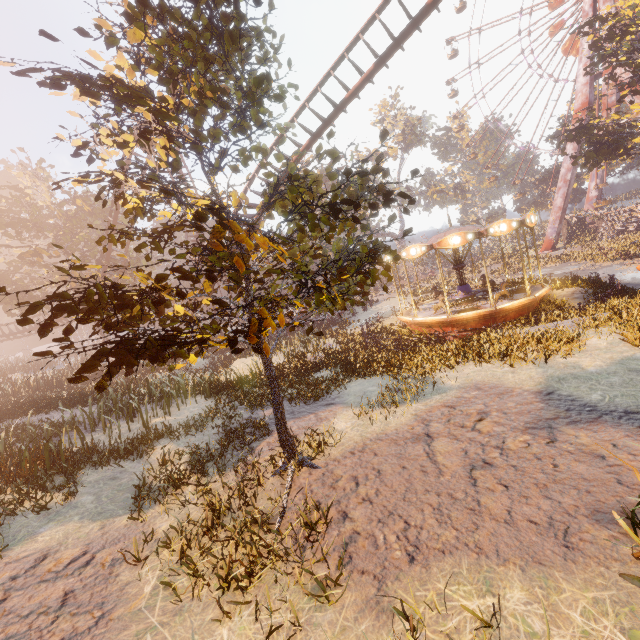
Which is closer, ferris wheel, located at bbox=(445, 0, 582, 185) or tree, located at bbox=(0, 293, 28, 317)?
tree, located at bbox=(0, 293, 28, 317)

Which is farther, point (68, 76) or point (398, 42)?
point (398, 42)

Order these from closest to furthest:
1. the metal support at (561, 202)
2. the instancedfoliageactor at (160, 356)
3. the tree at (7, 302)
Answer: the instancedfoliageactor at (160, 356)
the tree at (7, 302)
the metal support at (561, 202)

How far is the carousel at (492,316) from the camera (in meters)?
14.55

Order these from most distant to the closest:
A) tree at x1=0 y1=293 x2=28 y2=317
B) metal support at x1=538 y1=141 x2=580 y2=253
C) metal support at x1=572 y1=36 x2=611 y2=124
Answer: metal support at x1=538 y1=141 x2=580 y2=253 → metal support at x1=572 y1=36 x2=611 y2=124 → tree at x1=0 y1=293 x2=28 y2=317

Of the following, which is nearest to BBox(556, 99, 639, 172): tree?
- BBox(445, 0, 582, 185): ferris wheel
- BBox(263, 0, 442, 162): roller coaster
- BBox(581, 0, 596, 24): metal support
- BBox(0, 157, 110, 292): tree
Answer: BBox(581, 0, 596, 24): metal support

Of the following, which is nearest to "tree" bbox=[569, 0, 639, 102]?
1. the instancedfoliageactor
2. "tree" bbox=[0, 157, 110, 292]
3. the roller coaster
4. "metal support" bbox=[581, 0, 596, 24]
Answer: the instancedfoliageactor

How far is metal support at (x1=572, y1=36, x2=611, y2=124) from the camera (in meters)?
35.47
